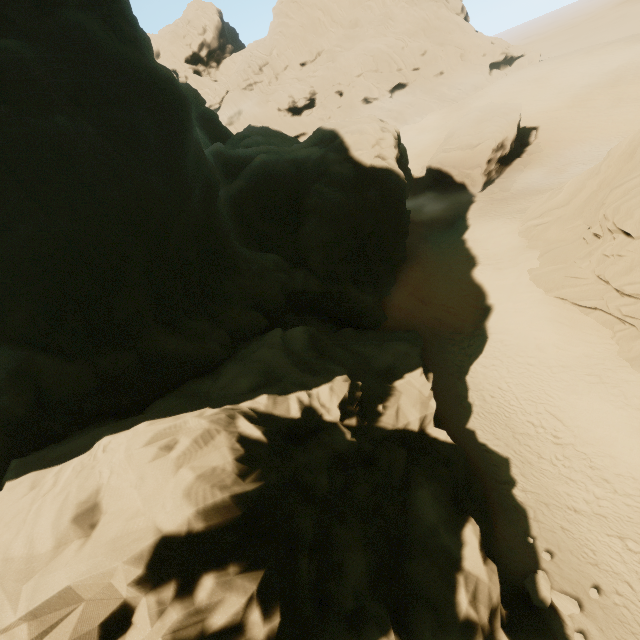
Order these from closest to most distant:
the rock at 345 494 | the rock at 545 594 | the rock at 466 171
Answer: the rock at 345 494, the rock at 545 594, the rock at 466 171

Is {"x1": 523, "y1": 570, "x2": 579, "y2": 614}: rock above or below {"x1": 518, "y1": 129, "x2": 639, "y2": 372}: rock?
below

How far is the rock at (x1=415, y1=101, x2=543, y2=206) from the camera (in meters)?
31.97

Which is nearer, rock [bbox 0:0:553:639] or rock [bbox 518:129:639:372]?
rock [bbox 0:0:553:639]

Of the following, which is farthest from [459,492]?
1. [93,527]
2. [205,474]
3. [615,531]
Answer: [93,527]

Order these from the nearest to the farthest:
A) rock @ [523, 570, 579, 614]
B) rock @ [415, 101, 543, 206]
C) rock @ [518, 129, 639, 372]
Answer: rock @ [523, 570, 579, 614] < rock @ [518, 129, 639, 372] < rock @ [415, 101, 543, 206]

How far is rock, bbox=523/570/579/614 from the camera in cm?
1034

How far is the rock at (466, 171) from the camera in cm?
3197
